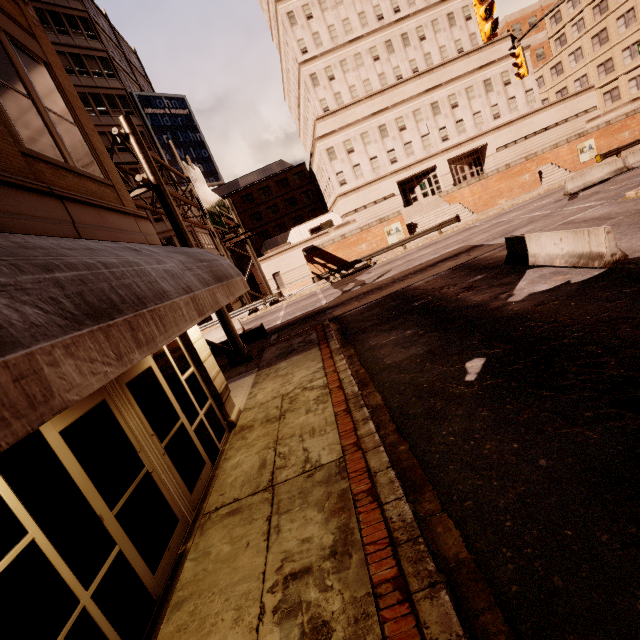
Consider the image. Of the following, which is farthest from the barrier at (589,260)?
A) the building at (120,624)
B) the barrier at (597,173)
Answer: the barrier at (597,173)

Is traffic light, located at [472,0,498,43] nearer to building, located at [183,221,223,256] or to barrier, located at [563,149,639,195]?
barrier, located at [563,149,639,195]

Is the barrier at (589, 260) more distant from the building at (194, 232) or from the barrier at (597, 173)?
the building at (194, 232)

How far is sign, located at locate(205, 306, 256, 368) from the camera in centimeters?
1330cm

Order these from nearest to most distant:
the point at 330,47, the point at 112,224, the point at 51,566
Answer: the point at 51,566 → the point at 112,224 → the point at 330,47

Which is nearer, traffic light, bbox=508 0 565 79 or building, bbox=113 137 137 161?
traffic light, bbox=508 0 565 79

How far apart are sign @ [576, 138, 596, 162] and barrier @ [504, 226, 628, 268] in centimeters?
2979cm

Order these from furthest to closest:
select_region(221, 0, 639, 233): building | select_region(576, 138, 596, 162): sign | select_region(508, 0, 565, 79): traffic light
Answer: select_region(221, 0, 639, 233): building
select_region(576, 138, 596, 162): sign
select_region(508, 0, 565, 79): traffic light
